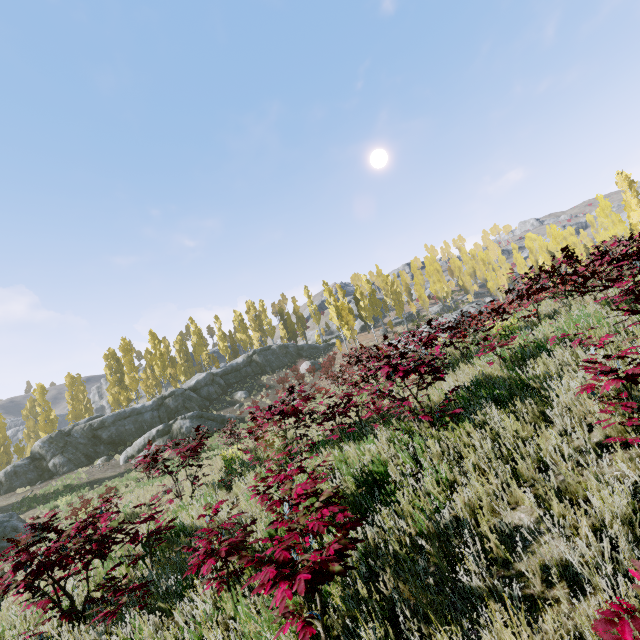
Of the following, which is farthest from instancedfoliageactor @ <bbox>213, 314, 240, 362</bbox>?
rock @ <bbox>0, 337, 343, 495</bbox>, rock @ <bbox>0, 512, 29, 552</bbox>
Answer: rock @ <bbox>0, 512, 29, 552</bbox>

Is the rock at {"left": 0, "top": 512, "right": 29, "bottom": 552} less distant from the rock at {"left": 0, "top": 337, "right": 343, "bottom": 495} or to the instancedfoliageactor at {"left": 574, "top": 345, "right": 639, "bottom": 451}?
the instancedfoliageactor at {"left": 574, "top": 345, "right": 639, "bottom": 451}

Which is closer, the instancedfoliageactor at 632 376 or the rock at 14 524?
the instancedfoliageactor at 632 376

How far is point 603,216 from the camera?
47.5m

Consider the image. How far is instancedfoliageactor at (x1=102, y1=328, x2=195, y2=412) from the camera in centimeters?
3884cm

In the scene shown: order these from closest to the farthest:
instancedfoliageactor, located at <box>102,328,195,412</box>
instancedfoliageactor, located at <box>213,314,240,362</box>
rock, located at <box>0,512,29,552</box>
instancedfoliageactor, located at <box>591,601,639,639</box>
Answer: instancedfoliageactor, located at <box>591,601,639,639</box>
rock, located at <box>0,512,29,552</box>
instancedfoliageactor, located at <box>102,328,195,412</box>
instancedfoliageactor, located at <box>213,314,240,362</box>

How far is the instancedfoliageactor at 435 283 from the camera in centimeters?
5712cm
